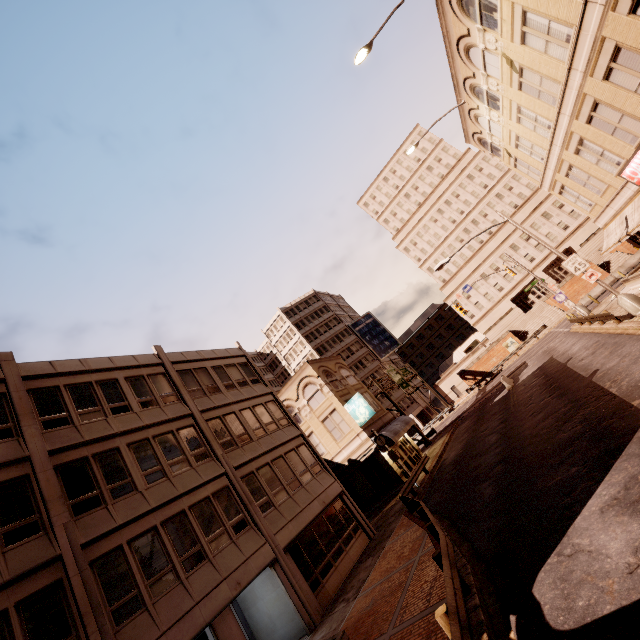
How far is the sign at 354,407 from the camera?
27.62m

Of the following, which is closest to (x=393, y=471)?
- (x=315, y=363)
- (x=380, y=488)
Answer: (x=380, y=488)

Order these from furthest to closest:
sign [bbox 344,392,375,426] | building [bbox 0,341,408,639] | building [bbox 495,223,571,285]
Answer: building [bbox 495,223,571,285], sign [bbox 344,392,375,426], building [bbox 0,341,408,639]

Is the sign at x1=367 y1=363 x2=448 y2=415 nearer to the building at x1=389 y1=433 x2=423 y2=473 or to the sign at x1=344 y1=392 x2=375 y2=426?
the building at x1=389 y1=433 x2=423 y2=473

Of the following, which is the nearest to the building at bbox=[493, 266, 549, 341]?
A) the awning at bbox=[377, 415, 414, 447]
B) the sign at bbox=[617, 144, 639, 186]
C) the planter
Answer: the awning at bbox=[377, 415, 414, 447]

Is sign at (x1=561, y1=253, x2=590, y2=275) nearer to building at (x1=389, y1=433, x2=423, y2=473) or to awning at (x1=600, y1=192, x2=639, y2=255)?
awning at (x1=600, y1=192, x2=639, y2=255)

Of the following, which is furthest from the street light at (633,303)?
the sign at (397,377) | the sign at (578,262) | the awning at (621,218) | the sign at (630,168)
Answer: the sign at (397,377)

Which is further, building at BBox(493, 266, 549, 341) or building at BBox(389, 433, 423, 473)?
building at BBox(493, 266, 549, 341)
